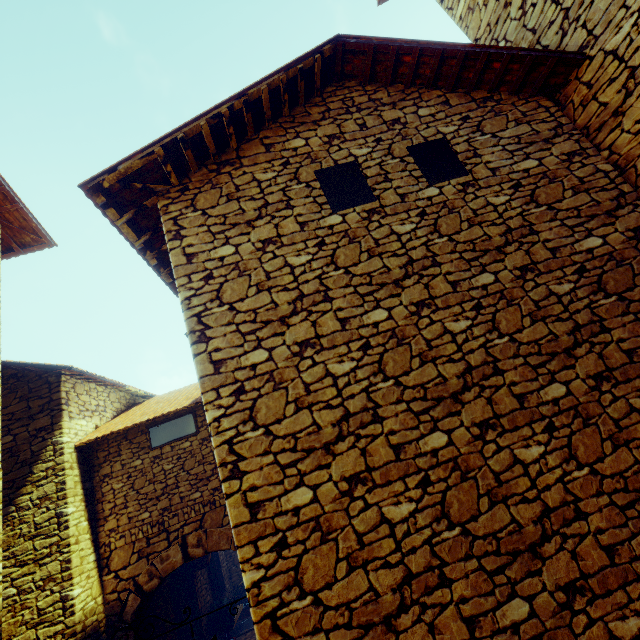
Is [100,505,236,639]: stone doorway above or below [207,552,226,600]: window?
above

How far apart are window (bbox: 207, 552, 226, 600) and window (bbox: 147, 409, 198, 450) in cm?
608

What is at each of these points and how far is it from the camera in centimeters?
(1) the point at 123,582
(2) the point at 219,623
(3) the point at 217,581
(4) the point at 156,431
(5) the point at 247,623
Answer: (1) stone doorway, 584cm
(2) flower pot, 912cm
(3) window, 1046cm
(4) window, 678cm
(5) stair, 1052cm

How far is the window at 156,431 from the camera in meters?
6.7

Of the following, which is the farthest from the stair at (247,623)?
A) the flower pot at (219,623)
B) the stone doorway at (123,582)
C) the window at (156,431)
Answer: the window at (156,431)

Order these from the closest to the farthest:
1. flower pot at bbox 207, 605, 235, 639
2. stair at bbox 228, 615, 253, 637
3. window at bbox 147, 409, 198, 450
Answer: window at bbox 147, 409, 198, 450 → flower pot at bbox 207, 605, 235, 639 → stair at bbox 228, 615, 253, 637

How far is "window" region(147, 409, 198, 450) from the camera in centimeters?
670cm

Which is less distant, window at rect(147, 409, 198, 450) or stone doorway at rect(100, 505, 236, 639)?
stone doorway at rect(100, 505, 236, 639)
